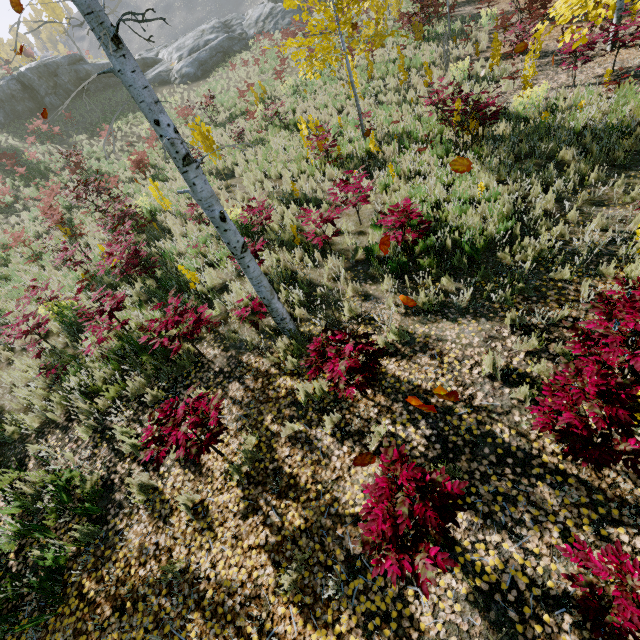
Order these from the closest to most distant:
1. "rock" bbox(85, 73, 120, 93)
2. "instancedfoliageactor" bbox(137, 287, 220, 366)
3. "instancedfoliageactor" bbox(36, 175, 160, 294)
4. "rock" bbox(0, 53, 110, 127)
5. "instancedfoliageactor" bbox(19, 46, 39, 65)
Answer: "instancedfoliageactor" bbox(137, 287, 220, 366) < "instancedfoliageactor" bbox(36, 175, 160, 294) < "rock" bbox(0, 53, 110, 127) < "rock" bbox(85, 73, 120, 93) < "instancedfoliageactor" bbox(19, 46, 39, 65)

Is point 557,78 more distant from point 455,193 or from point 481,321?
point 481,321

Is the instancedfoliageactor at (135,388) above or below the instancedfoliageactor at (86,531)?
above

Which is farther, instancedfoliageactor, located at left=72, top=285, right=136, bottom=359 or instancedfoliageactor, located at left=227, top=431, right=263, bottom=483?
instancedfoliageactor, located at left=72, top=285, right=136, bottom=359
